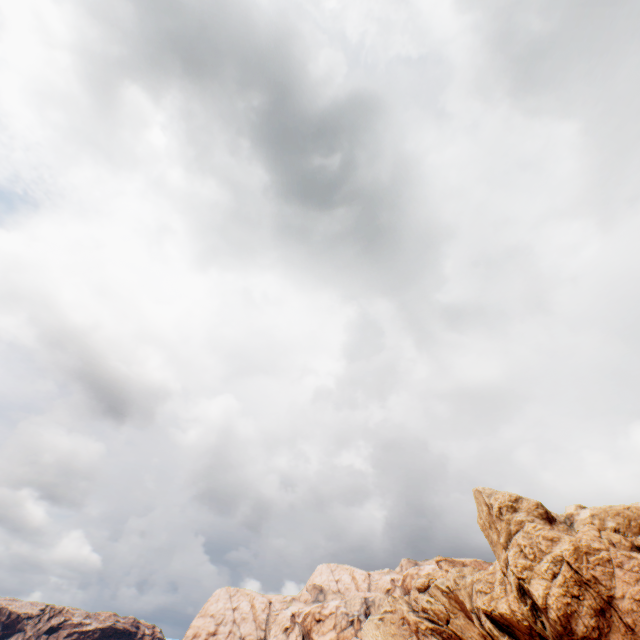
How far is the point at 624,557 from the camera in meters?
44.2
